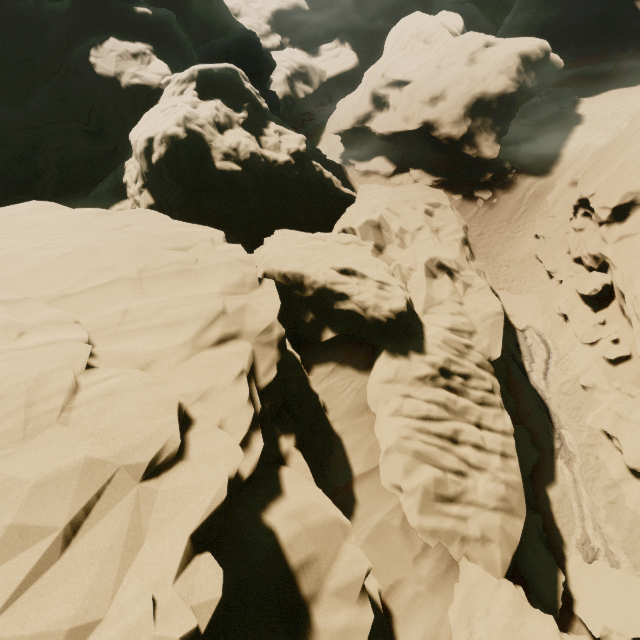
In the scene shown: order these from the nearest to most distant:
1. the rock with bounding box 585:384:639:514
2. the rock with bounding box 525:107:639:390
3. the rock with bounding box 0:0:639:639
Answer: the rock with bounding box 0:0:639:639 < the rock with bounding box 585:384:639:514 < the rock with bounding box 525:107:639:390

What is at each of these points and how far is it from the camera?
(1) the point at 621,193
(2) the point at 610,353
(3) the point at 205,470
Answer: (1) rock, 14.99m
(2) rock, 14.02m
(3) rock, 5.43m

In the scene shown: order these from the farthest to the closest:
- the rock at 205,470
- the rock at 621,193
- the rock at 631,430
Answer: the rock at 621,193
the rock at 631,430
the rock at 205,470

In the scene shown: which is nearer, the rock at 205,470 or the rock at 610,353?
the rock at 205,470

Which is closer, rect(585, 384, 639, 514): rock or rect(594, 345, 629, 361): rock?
rect(585, 384, 639, 514): rock

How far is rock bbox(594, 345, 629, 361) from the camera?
13.68m

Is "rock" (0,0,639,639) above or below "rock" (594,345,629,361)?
above
